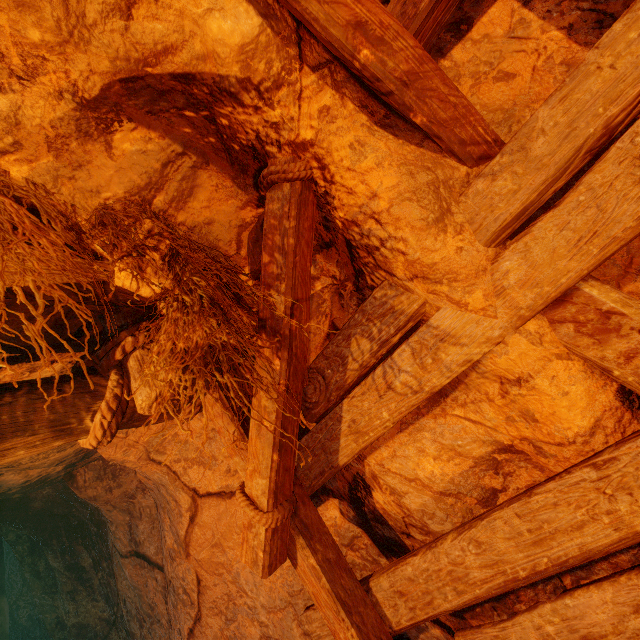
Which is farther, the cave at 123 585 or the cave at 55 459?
the cave at 123 585

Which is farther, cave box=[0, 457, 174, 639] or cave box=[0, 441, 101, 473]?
cave box=[0, 457, 174, 639]

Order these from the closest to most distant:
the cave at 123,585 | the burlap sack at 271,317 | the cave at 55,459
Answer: the burlap sack at 271,317 → the cave at 55,459 → the cave at 123,585

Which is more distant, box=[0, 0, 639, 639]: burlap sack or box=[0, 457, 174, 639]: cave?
box=[0, 457, 174, 639]: cave

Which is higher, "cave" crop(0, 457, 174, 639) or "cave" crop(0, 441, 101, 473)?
"cave" crop(0, 441, 101, 473)

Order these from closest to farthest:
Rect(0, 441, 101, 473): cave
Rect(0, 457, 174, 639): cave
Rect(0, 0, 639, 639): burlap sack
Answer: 1. Rect(0, 0, 639, 639): burlap sack
2. Rect(0, 441, 101, 473): cave
3. Rect(0, 457, 174, 639): cave

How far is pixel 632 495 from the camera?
1.0 meters
